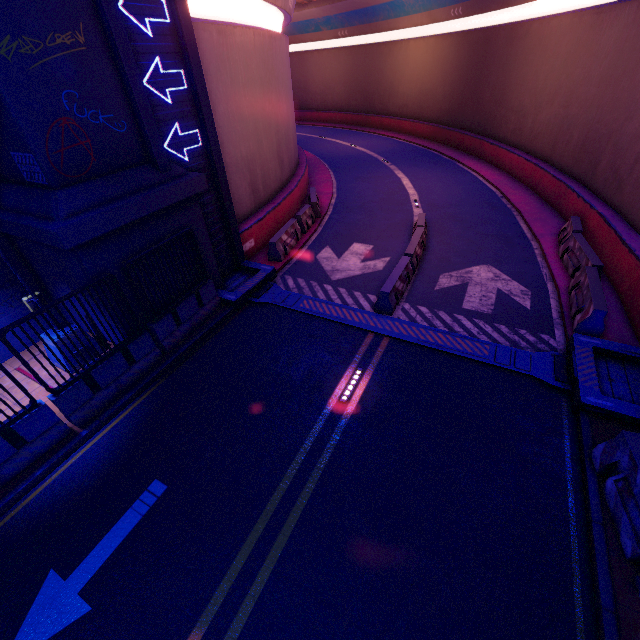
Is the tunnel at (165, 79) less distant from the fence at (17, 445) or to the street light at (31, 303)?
the fence at (17, 445)

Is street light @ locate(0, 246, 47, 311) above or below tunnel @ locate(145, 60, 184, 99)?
below

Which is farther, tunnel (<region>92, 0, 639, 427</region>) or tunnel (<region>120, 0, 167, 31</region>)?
tunnel (<region>92, 0, 639, 427</region>)

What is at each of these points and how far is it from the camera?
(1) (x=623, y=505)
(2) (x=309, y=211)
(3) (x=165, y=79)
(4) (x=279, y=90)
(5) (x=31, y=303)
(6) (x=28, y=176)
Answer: (1) fence, 5.3m
(2) fence, 15.9m
(3) tunnel, 8.6m
(4) tunnel, 15.5m
(5) street light, 8.2m
(6) wall arch, 7.3m

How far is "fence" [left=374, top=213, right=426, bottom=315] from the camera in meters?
10.2

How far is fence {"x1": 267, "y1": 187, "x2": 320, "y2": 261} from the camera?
13.2m

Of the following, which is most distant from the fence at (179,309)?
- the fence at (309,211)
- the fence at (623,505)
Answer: the fence at (623,505)

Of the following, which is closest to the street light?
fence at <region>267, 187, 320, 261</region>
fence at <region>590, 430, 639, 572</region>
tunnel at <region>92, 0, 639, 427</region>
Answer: tunnel at <region>92, 0, 639, 427</region>
